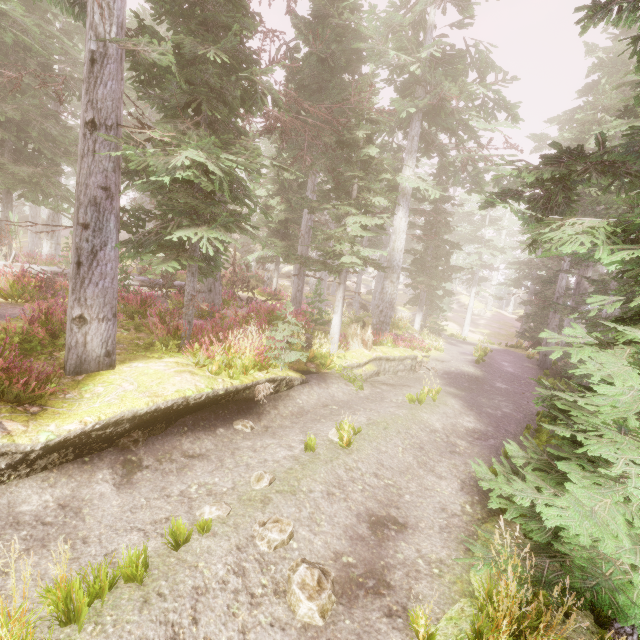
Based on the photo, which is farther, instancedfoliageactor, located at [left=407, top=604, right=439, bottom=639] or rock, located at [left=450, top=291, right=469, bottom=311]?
rock, located at [left=450, top=291, right=469, bottom=311]

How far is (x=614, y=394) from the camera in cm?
376

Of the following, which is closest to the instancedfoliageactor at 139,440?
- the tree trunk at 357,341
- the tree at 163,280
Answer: the tree at 163,280

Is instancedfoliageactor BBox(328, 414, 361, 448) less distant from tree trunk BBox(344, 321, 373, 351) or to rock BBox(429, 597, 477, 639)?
rock BBox(429, 597, 477, 639)

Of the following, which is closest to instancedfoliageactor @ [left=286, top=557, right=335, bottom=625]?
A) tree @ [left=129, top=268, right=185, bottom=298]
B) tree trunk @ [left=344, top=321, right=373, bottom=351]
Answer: tree @ [left=129, top=268, right=185, bottom=298]

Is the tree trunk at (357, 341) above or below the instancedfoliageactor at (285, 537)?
above

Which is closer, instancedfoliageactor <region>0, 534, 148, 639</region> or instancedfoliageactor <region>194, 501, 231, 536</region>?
instancedfoliageactor <region>0, 534, 148, 639</region>

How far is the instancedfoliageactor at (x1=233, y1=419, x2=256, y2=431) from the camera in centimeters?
791cm
